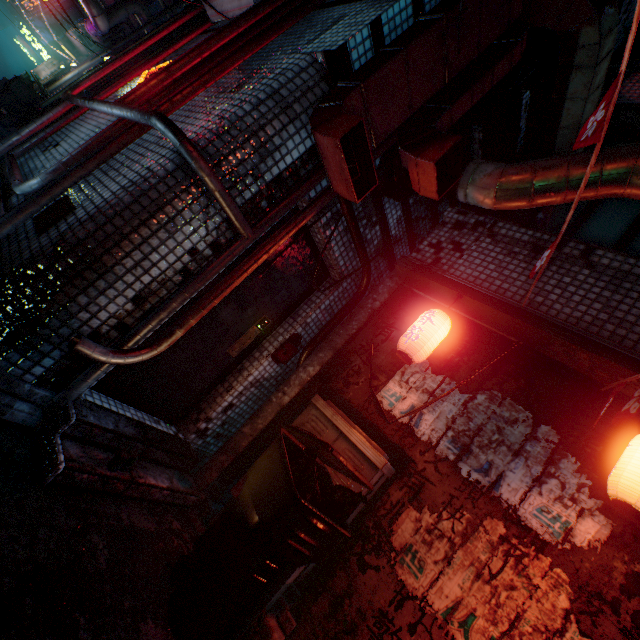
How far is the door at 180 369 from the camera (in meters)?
2.51

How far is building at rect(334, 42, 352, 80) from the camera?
2.14m

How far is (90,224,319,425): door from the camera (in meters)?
2.51

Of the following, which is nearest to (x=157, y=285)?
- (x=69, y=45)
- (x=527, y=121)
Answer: (x=527, y=121)

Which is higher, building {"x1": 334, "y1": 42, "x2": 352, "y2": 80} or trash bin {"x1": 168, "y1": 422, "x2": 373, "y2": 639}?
building {"x1": 334, "y1": 42, "x2": 352, "y2": 80}

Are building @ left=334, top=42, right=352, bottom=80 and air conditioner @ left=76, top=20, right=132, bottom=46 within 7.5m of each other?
no

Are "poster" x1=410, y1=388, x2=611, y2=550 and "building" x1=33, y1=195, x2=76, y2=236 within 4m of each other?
yes
